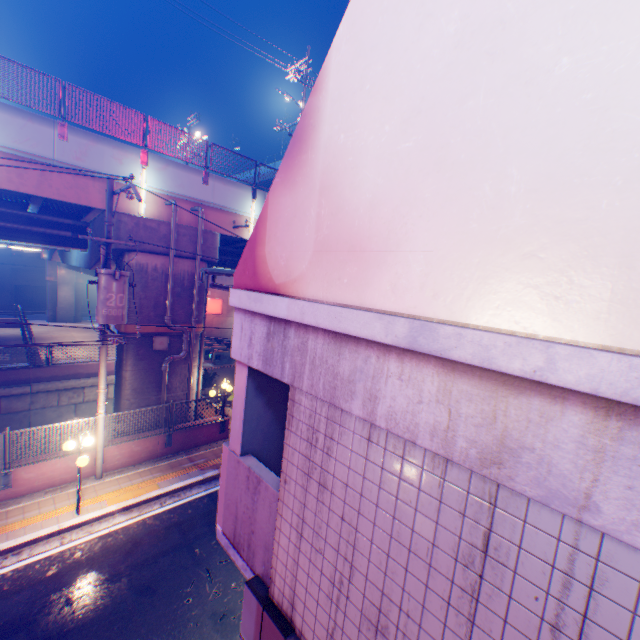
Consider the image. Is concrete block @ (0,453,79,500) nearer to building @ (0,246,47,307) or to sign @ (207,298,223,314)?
sign @ (207,298,223,314)

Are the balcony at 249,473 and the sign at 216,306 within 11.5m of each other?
no

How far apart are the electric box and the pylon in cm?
1064

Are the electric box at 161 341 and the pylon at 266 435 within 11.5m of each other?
yes

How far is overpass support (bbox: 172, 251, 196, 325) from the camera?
13.39m

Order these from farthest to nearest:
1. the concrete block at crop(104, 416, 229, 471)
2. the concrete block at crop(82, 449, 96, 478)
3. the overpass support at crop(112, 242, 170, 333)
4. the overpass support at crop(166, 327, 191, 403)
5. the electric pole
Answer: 1. the overpass support at crop(166, 327, 191, 403)
2. the overpass support at crop(112, 242, 170, 333)
3. the concrete block at crop(104, 416, 229, 471)
4. the concrete block at crop(82, 449, 96, 478)
5. the electric pole

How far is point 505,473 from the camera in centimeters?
163cm

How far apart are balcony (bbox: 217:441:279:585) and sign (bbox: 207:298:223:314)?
27.51m
